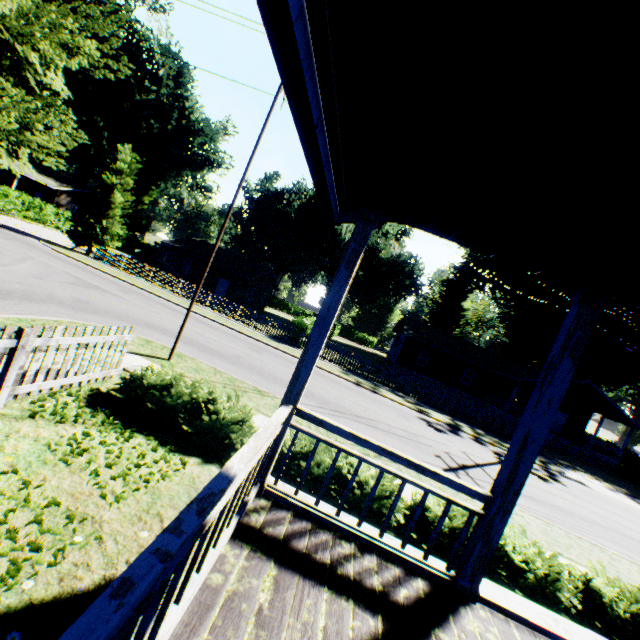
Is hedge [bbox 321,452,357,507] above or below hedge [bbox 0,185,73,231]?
below

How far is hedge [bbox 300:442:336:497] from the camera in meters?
5.6

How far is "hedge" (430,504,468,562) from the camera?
5.4 meters

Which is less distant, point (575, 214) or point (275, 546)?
point (575, 214)

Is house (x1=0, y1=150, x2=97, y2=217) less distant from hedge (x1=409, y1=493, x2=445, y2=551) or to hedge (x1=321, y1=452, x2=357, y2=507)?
hedge (x1=321, y1=452, x2=357, y2=507)

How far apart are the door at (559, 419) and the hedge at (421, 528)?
35.0 meters

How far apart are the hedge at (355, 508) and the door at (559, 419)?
36.5m

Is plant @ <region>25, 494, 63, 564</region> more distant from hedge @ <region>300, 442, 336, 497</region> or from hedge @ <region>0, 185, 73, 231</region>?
hedge @ <region>0, 185, 73, 231</region>
